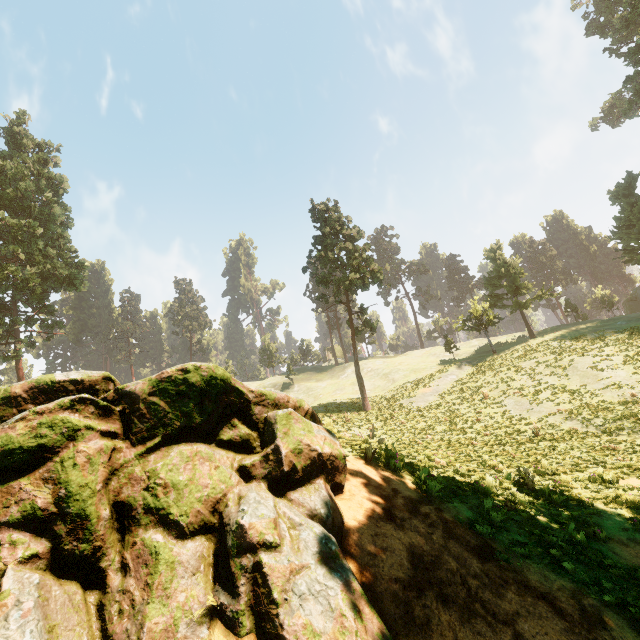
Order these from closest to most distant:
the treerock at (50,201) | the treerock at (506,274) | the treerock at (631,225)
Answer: the treerock at (50,201) → the treerock at (631,225) → the treerock at (506,274)

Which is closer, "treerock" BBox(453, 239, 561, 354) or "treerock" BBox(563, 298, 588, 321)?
"treerock" BBox(453, 239, 561, 354)

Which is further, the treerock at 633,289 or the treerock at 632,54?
the treerock at 633,289

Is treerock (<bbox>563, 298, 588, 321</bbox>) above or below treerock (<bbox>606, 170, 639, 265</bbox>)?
below

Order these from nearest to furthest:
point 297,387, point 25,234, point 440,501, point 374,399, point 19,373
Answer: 1. point 440,501
2. point 19,373
3. point 25,234
4. point 374,399
5. point 297,387

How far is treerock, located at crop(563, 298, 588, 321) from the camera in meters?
45.9 m
